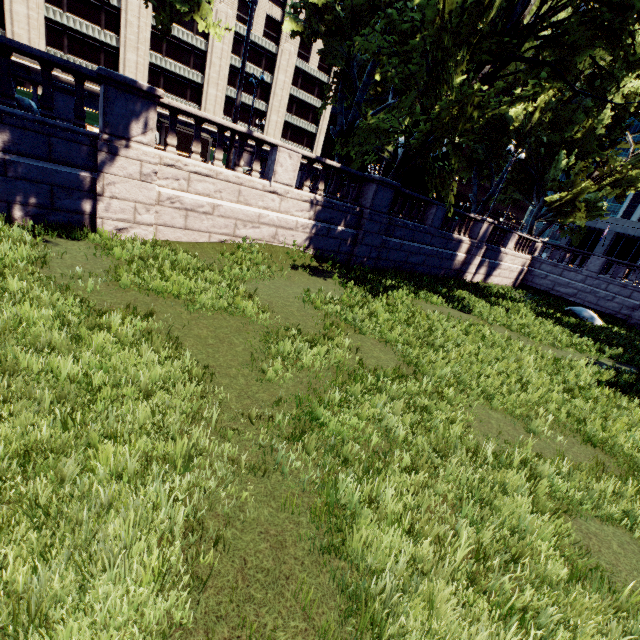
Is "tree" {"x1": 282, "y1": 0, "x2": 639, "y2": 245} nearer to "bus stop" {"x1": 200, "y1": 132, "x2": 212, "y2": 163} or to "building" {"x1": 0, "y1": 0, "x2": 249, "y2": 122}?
"bus stop" {"x1": 200, "y1": 132, "x2": 212, "y2": 163}

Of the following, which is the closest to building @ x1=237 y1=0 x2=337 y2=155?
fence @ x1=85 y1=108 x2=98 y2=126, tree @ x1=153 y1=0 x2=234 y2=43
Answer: fence @ x1=85 y1=108 x2=98 y2=126

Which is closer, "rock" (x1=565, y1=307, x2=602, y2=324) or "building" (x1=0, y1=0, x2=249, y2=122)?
"rock" (x1=565, y1=307, x2=602, y2=324)

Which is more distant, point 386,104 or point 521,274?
point 521,274

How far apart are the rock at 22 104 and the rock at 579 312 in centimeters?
2579cm

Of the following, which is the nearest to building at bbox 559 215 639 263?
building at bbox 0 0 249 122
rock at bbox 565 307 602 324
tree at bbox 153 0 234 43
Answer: tree at bbox 153 0 234 43

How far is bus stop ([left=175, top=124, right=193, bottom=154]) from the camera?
21.7 meters

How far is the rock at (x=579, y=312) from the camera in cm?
1895
